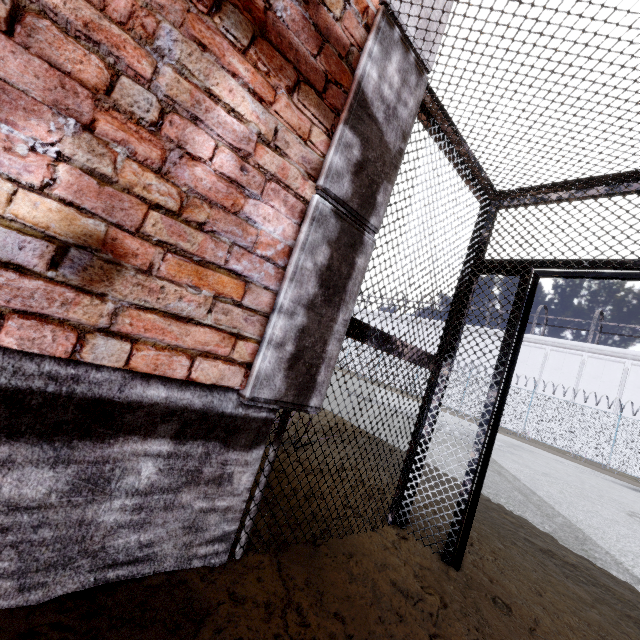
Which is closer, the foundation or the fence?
the foundation

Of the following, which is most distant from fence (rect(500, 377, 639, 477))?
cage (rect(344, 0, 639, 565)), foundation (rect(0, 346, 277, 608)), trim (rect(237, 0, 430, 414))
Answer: foundation (rect(0, 346, 277, 608))

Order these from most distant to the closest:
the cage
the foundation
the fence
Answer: the fence
the cage
the foundation

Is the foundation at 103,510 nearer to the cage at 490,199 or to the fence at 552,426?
the cage at 490,199

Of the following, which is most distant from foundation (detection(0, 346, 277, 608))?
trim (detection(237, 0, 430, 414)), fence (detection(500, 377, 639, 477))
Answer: fence (detection(500, 377, 639, 477))

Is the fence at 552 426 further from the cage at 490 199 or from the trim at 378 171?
the trim at 378 171

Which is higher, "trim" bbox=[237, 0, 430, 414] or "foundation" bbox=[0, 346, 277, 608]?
"trim" bbox=[237, 0, 430, 414]

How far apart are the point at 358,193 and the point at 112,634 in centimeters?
198cm
